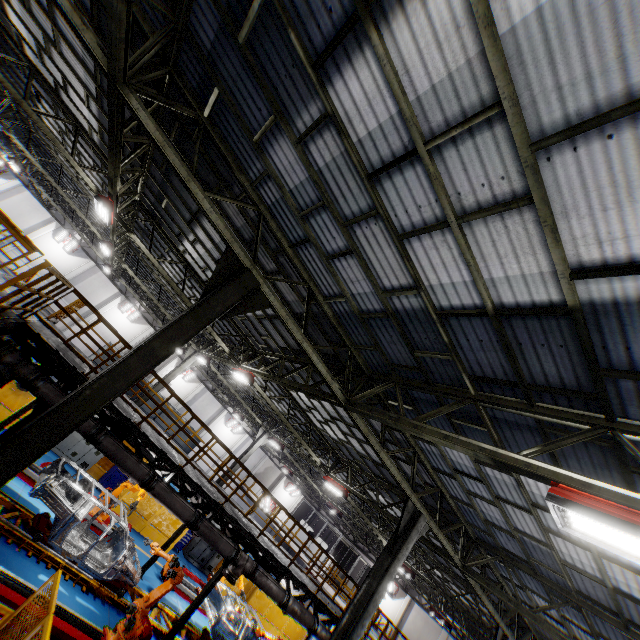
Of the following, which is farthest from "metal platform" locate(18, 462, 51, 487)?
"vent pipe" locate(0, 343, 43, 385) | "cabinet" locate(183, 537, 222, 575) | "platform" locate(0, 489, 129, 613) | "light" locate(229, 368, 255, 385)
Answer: "light" locate(229, 368, 255, 385)

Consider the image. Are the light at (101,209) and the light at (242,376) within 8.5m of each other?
yes

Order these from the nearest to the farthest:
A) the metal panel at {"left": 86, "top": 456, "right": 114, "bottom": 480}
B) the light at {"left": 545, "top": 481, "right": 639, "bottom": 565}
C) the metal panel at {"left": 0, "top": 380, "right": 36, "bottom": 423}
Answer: the light at {"left": 545, "top": 481, "right": 639, "bottom": 565}
the metal panel at {"left": 0, "top": 380, "right": 36, "bottom": 423}
the metal panel at {"left": 86, "top": 456, "right": 114, "bottom": 480}

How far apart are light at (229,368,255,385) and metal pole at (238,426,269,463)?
10.1m

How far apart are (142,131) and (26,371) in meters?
6.6

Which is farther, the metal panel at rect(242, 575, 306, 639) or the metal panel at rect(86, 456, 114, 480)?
the metal panel at rect(242, 575, 306, 639)

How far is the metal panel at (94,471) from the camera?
16.6 meters

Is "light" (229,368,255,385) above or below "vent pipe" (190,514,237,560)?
above
